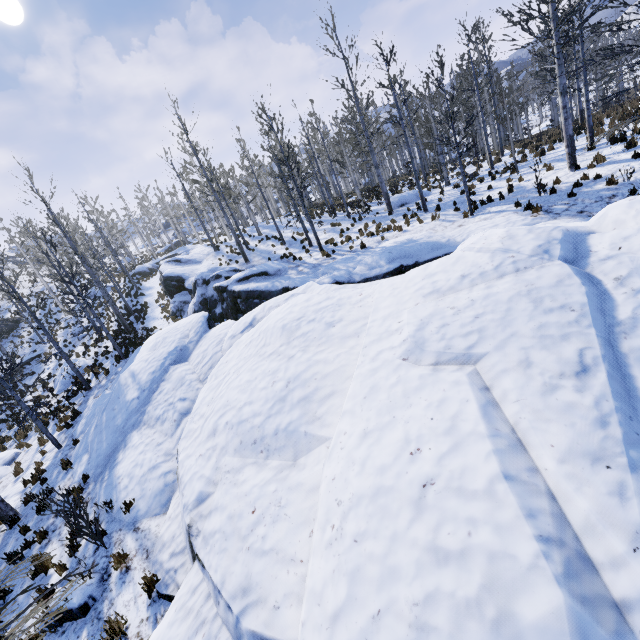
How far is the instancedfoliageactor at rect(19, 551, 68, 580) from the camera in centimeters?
458cm

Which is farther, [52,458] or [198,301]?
[198,301]

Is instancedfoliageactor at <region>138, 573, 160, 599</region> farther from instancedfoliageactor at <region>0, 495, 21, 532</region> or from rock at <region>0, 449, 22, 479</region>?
instancedfoliageactor at <region>0, 495, 21, 532</region>

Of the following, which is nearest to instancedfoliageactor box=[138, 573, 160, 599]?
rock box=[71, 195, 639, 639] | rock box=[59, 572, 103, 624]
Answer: rock box=[71, 195, 639, 639]

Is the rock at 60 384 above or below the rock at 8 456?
above

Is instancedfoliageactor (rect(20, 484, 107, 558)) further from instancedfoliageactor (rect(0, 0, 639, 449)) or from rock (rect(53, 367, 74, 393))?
instancedfoliageactor (rect(0, 0, 639, 449))

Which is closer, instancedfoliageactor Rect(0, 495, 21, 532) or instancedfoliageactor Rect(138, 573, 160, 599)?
instancedfoliageactor Rect(138, 573, 160, 599)

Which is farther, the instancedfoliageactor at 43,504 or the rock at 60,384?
the rock at 60,384
